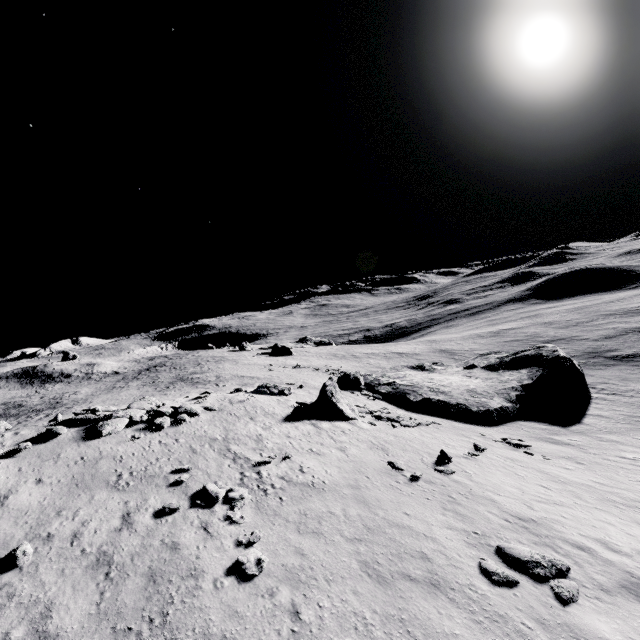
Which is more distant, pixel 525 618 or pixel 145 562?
pixel 145 562

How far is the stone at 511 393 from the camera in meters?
26.5

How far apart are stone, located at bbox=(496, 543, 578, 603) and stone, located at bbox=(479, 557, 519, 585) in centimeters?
45cm

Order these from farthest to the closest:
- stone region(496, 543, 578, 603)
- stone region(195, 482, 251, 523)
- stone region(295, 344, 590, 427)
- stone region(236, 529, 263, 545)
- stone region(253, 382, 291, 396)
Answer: stone region(253, 382, 291, 396) < stone region(295, 344, 590, 427) < stone region(195, 482, 251, 523) < stone region(236, 529, 263, 545) < stone region(496, 543, 578, 603)

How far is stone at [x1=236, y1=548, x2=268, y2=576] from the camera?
9.9m

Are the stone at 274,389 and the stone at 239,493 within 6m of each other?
no

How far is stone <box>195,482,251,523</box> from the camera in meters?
12.4 m

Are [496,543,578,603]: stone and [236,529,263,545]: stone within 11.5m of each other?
yes
